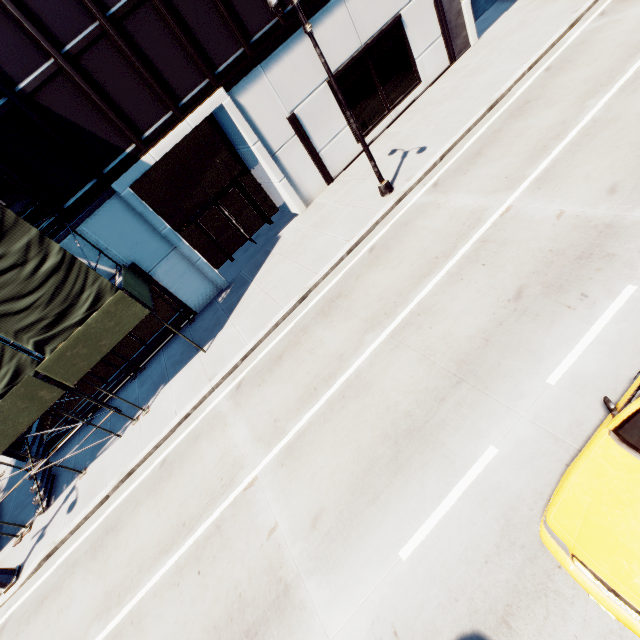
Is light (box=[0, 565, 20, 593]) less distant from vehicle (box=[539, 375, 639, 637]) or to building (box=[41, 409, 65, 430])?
building (box=[41, 409, 65, 430])

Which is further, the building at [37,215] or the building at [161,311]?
the building at [161,311]

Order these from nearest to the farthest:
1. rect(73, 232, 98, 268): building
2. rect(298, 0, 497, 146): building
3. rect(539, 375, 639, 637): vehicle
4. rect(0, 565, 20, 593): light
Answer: rect(539, 375, 639, 637): vehicle, rect(0, 565, 20, 593): light, rect(73, 232, 98, 268): building, rect(298, 0, 497, 146): building

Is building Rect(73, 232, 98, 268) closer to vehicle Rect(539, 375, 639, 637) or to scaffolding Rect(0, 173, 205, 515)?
scaffolding Rect(0, 173, 205, 515)

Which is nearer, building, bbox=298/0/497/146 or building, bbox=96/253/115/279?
building, bbox=96/253/115/279

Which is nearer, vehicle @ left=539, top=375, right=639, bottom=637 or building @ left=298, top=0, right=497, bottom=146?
vehicle @ left=539, top=375, right=639, bottom=637

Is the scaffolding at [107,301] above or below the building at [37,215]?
below

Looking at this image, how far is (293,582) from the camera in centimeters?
613cm
